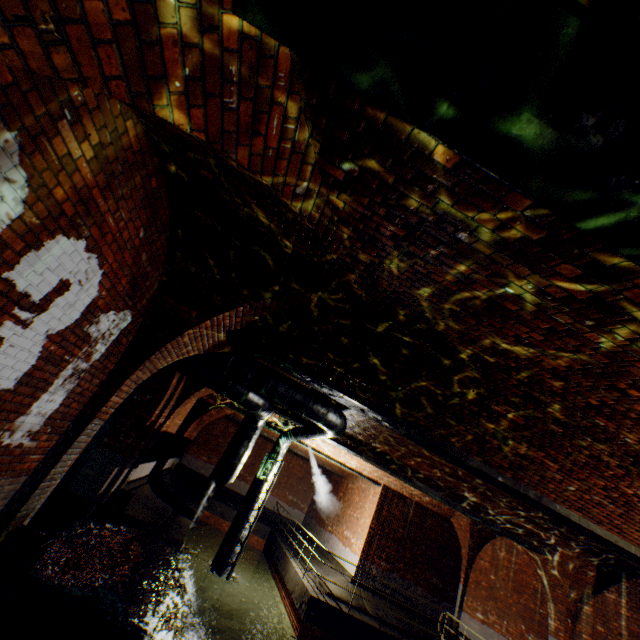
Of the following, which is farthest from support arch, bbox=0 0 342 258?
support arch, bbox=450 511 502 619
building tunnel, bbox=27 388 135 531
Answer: support arch, bbox=450 511 502 619

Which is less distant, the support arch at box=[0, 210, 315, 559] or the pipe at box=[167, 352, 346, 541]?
the support arch at box=[0, 210, 315, 559]

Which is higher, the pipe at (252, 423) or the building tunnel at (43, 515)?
the pipe at (252, 423)

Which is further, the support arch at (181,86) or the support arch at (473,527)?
the support arch at (473,527)

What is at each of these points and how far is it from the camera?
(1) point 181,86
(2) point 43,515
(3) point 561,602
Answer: (1) support arch, 1.7 meters
(2) building tunnel, 6.8 meters
(3) support arch, 10.3 meters

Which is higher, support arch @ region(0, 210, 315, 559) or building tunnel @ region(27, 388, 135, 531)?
support arch @ region(0, 210, 315, 559)

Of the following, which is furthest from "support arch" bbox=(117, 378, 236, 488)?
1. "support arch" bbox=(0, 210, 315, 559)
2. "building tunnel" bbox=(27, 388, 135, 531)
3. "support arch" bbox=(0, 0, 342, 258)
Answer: "support arch" bbox=(0, 0, 342, 258)

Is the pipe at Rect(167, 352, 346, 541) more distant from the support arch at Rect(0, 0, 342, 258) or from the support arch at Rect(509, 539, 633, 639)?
the support arch at Rect(509, 539, 633, 639)
